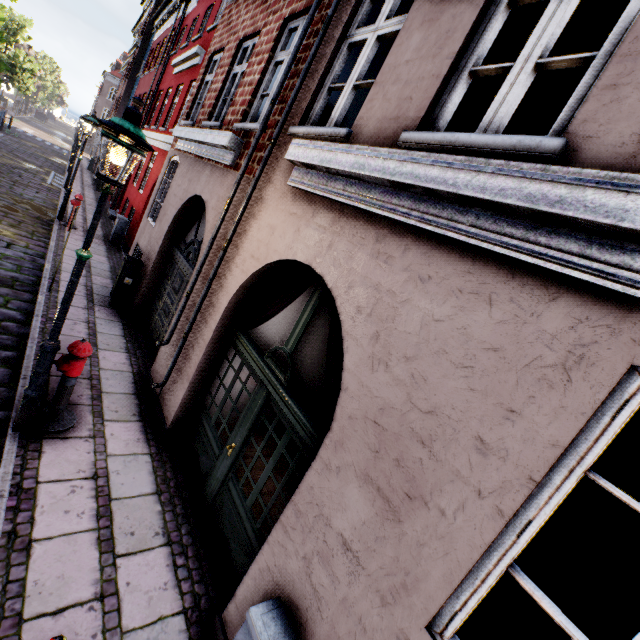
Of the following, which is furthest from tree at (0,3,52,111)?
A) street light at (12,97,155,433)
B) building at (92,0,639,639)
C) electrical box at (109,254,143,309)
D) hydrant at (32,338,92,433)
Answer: electrical box at (109,254,143,309)

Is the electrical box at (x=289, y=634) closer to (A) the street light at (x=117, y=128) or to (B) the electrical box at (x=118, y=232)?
(A) the street light at (x=117, y=128)

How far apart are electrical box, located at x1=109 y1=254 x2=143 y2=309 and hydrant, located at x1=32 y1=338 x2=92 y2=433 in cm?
391

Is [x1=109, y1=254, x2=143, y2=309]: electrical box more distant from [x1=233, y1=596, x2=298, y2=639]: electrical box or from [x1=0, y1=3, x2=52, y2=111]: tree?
[x1=233, y1=596, x2=298, y2=639]: electrical box

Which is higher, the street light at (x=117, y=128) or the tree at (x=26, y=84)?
the tree at (x=26, y=84)

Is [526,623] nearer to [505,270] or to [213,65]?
[505,270]

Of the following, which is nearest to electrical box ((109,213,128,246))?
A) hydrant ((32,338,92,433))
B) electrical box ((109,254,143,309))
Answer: electrical box ((109,254,143,309))

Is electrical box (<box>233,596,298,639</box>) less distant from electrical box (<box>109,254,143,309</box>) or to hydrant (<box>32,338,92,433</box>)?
hydrant (<box>32,338,92,433</box>)
